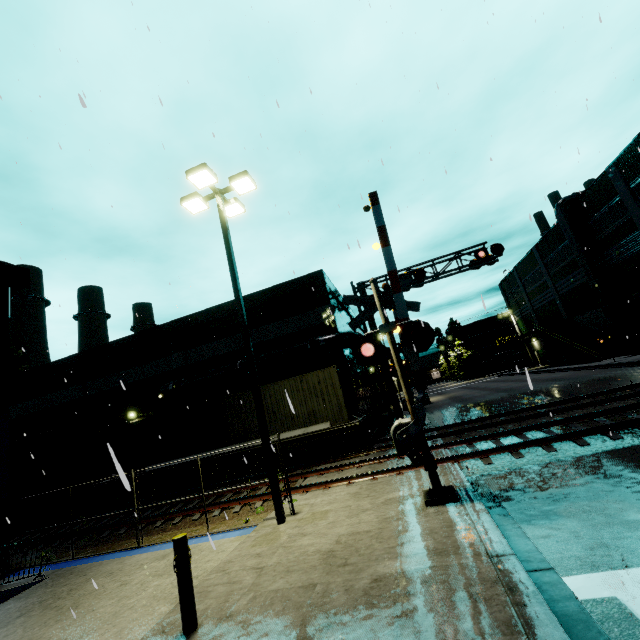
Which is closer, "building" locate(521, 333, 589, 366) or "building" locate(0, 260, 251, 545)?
"building" locate(0, 260, 251, 545)

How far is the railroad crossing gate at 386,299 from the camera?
6.9 meters

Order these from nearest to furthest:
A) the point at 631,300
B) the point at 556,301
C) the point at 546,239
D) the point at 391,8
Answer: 1. the point at 391,8
2. the point at 631,300
3. the point at 546,239
4. the point at 556,301

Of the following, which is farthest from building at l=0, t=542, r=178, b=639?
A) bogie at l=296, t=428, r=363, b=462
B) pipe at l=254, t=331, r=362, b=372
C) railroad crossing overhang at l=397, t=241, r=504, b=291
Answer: bogie at l=296, t=428, r=363, b=462

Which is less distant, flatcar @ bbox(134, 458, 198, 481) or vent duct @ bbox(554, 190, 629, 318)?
flatcar @ bbox(134, 458, 198, 481)

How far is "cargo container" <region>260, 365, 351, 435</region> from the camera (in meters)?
14.78

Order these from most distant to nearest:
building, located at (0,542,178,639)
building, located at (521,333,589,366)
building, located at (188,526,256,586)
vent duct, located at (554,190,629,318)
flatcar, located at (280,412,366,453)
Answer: building, located at (521,333,589,366) → vent duct, located at (554,190,629,318) → flatcar, located at (280,412,366,453) → building, located at (188,526,256,586) → building, located at (0,542,178,639)

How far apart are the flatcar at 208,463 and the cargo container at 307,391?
0.0 meters
